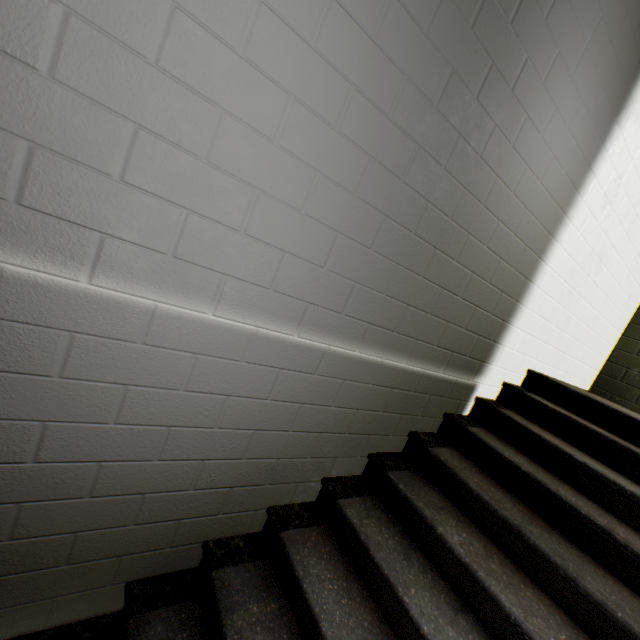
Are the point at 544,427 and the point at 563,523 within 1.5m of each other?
yes
